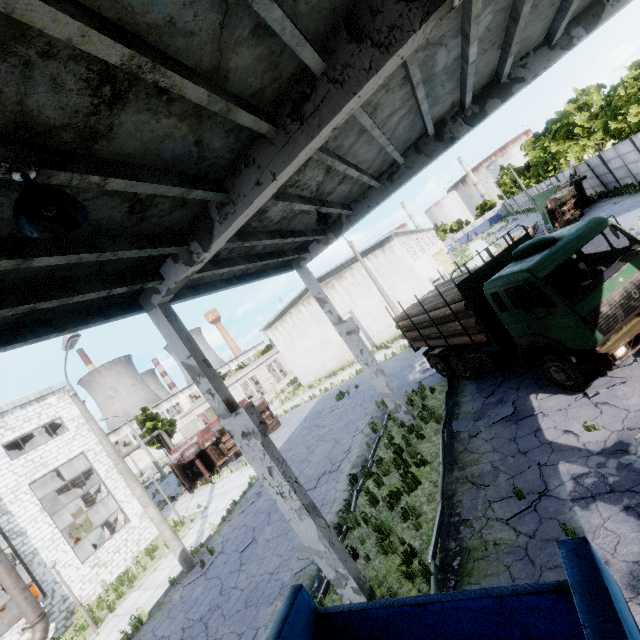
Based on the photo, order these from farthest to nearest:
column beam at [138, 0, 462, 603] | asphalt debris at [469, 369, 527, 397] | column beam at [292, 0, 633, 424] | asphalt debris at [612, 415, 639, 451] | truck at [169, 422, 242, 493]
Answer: truck at [169, 422, 242, 493]
asphalt debris at [469, 369, 527, 397]
column beam at [292, 0, 633, 424]
asphalt debris at [612, 415, 639, 451]
column beam at [138, 0, 462, 603]

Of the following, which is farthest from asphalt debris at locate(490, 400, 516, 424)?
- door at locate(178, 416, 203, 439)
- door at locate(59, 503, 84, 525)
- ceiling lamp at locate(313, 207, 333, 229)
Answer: door at locate(178, 416, 203, 439)

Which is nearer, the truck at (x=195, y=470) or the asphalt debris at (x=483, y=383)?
the asphalt debris at (x=483, y=383)

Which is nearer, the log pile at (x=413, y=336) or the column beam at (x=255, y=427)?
the column beam at (x=255, y=427)

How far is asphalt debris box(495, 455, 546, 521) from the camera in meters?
6.4 m

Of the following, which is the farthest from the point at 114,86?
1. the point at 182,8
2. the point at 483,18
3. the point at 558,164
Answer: the point at 558,164

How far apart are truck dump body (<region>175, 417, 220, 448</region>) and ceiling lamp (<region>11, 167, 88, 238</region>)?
29.4 meters

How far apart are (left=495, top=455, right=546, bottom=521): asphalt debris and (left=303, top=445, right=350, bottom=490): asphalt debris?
6.21m
